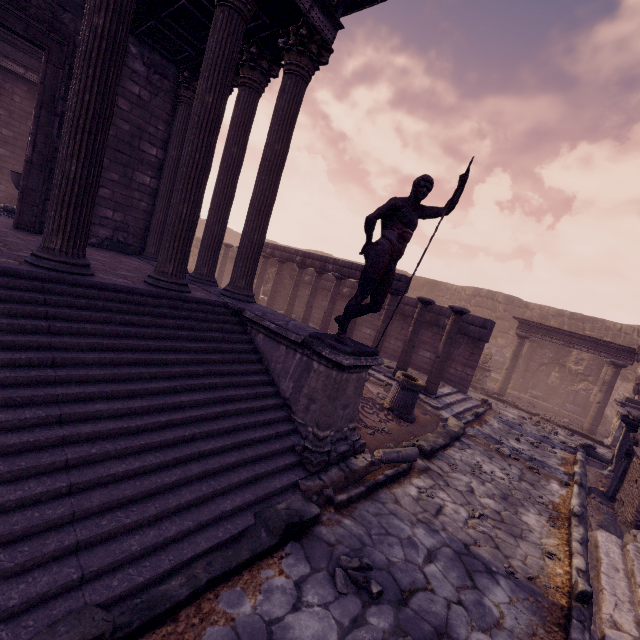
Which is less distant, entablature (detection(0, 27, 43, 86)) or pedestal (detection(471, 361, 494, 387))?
entablature (detection(0, 27, 43, 86))

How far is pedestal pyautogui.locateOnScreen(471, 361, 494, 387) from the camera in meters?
14.9

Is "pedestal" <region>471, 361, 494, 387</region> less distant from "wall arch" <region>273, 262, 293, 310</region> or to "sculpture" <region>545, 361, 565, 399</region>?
"sculpture" <region>545, 361, 565, 399</region>

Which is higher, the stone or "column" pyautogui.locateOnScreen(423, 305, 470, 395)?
"column" pyautogui.locateOnScreen(423, 305, 470, 395)

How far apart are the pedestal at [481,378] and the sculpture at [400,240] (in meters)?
12.29

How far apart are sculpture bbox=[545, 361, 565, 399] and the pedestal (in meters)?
4.49

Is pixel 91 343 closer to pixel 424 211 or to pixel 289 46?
pixel 424 211

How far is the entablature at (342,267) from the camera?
11.17m
